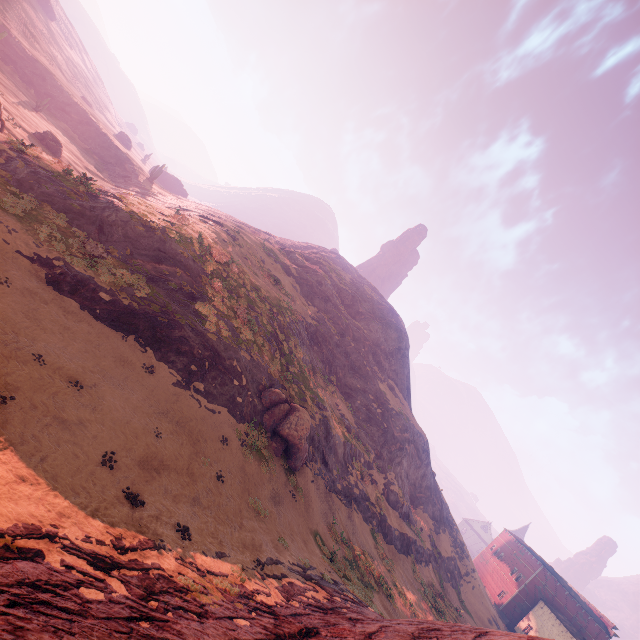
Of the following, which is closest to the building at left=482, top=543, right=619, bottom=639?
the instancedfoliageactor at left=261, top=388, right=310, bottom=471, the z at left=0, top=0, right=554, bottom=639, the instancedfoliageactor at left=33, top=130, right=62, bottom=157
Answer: the z at left=0, top=0, right=554, bottom=639

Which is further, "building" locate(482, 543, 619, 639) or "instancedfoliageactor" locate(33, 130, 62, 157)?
"building" locate(482, 543, 619, 639)

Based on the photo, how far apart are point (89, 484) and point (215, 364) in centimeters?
1085cm

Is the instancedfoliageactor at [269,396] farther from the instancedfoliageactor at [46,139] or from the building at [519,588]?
the building at [519,588]

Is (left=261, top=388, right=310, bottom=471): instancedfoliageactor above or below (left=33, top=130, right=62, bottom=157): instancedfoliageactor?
above

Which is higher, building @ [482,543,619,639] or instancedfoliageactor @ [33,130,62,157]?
building @ [482,543,619,639]

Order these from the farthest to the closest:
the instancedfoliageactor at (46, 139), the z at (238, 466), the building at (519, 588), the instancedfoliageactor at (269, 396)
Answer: the building at (519, 588) < the instancedfoliageactor at (46, 139) < the instancedfoliageactor at (269, 396) < the z at (238, 466)

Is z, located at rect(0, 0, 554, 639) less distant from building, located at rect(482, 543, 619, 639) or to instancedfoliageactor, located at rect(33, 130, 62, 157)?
building, located at rect(482, 543, 619, 639)
